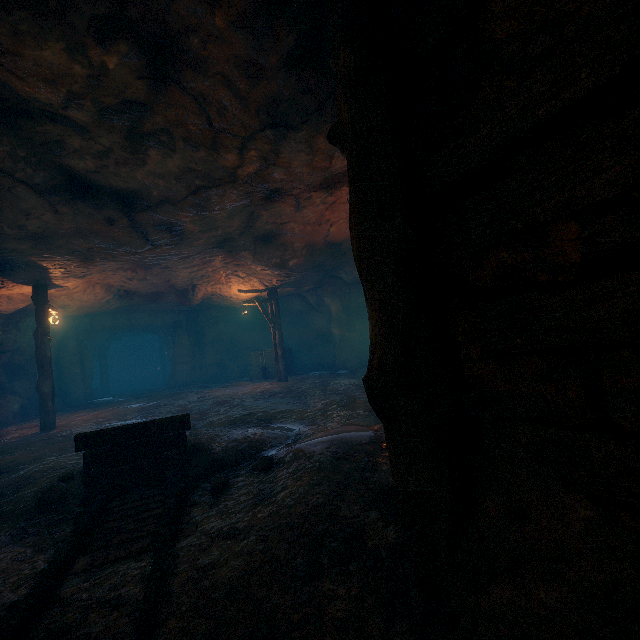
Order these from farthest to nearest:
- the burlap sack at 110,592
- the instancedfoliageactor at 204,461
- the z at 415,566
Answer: the instancedfoliageactor at 204,461 → the burlap sack at 110,592 → the z at 415,566

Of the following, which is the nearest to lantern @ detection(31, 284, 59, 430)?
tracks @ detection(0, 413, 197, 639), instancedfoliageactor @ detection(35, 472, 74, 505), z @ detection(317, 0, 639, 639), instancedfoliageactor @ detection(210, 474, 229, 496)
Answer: instancedfoliageactor @ detection(35, 472, 74, 505)

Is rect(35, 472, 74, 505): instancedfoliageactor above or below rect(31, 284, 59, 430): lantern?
below

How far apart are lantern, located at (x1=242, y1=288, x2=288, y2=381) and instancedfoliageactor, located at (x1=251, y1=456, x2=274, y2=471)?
11.7m

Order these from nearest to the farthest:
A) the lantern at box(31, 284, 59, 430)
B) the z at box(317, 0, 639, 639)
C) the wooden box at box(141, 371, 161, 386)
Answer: the z at box(317, 0, 639, 639), the lantern at box(31, 284, 59, 430), the wooden box at box(141, 371, 161, 386)

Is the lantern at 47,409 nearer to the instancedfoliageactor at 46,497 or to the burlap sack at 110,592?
the burlap sack at 110,592

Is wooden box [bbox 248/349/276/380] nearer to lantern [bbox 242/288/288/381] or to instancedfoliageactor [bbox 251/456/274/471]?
lantern [bbox 242/288/288/381]

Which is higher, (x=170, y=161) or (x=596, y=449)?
(x=170, y=161)
